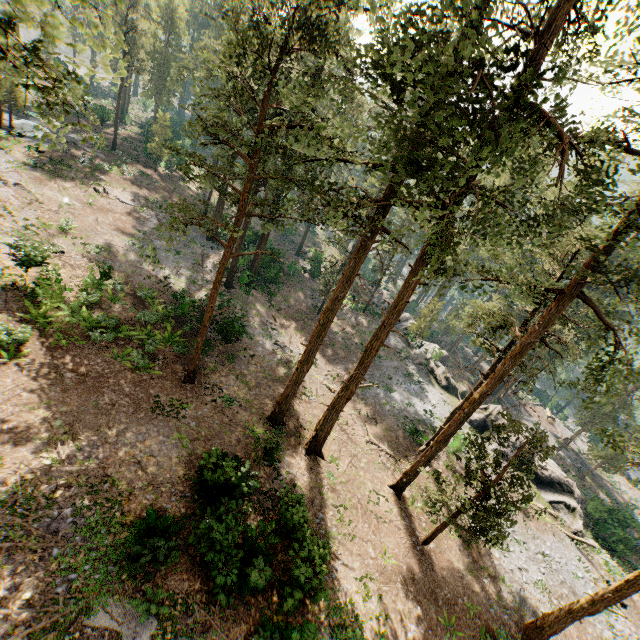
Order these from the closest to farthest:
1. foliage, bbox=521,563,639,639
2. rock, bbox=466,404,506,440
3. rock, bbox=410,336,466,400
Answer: foliage, bbox=521,563,639,639 → rock, bbox=466,404,506,440 → rock, bbox=410,336,466,400

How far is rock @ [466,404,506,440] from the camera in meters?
31.0

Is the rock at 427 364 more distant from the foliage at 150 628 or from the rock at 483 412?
the foliage at 150 628

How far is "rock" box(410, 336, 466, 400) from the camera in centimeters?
3538cm

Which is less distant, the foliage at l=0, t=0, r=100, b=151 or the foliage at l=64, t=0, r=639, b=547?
the foliage at l=0, t=0, r=100, b=151

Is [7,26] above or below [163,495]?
above

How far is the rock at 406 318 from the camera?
41.50m

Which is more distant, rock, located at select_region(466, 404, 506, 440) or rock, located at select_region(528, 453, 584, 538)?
rock, located at select_region(466, 404, 506, 440)
